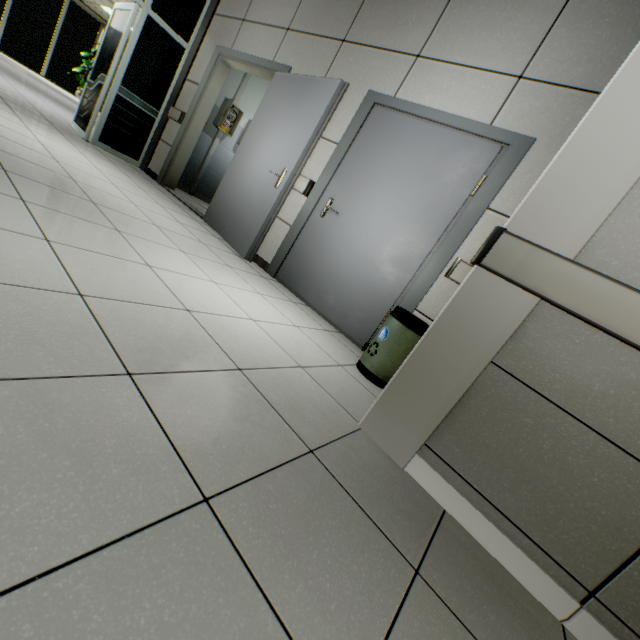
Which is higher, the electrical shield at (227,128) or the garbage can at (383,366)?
the electrical shield at (227,128)

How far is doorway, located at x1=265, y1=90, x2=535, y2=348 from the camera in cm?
258

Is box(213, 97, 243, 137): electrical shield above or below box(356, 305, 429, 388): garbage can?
above

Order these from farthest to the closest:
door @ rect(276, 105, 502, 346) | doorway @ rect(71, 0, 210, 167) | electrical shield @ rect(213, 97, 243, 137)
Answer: electrical shield @ rect(213, 97, 243, 137) → doorway @ rect(71, 0, 210, 167) → door @ rect(276, 105, 502, 346)

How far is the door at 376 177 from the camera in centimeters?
279cm

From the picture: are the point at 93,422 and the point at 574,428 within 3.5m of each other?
yes

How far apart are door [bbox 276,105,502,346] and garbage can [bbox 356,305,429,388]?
0.33m

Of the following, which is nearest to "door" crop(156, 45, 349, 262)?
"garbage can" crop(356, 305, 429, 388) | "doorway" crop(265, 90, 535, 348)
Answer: "doorway" crop(265, 90, 535, 348)
